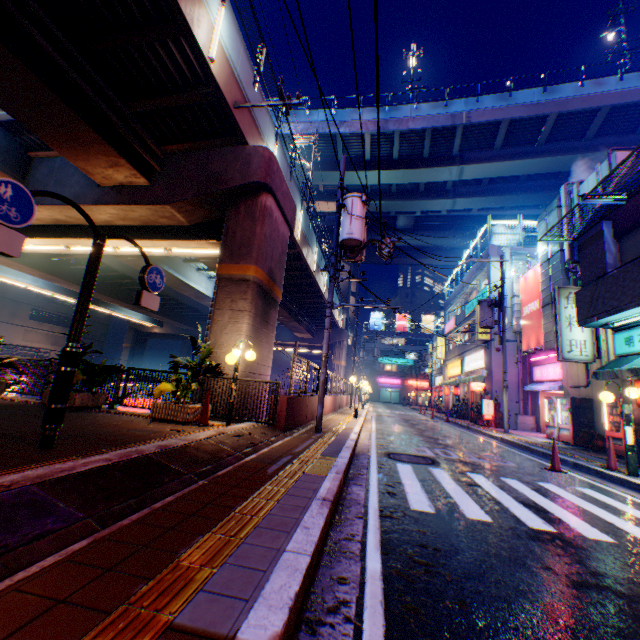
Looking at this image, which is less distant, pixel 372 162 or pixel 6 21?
pixel 6 21

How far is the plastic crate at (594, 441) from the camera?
12.3m

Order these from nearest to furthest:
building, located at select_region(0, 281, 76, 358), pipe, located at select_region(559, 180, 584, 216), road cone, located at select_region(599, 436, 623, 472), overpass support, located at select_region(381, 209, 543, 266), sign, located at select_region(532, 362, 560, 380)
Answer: road cone, located at select_region(599, 436, 623, 472)
pipe, located at select_region(559, 180, 584, 216)
sign, located at select_region(532, 362, 560, 380)
building, located at select_region(0, 281, 76, 358)
overpass support, located at select_region(381, 209, 543, 266)

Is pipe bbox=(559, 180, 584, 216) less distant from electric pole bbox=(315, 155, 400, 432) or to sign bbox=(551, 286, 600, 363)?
sign bbox=(551, 286, 600, 363)

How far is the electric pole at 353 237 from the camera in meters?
10.3 m

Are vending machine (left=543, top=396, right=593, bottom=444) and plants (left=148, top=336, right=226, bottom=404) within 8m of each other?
no

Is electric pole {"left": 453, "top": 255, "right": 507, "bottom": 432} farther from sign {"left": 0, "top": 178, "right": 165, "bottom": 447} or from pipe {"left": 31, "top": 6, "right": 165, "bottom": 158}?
pipe {"left": 31, "top": 6, "right": 165, "bottom": 158}

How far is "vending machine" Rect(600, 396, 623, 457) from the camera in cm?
1119
